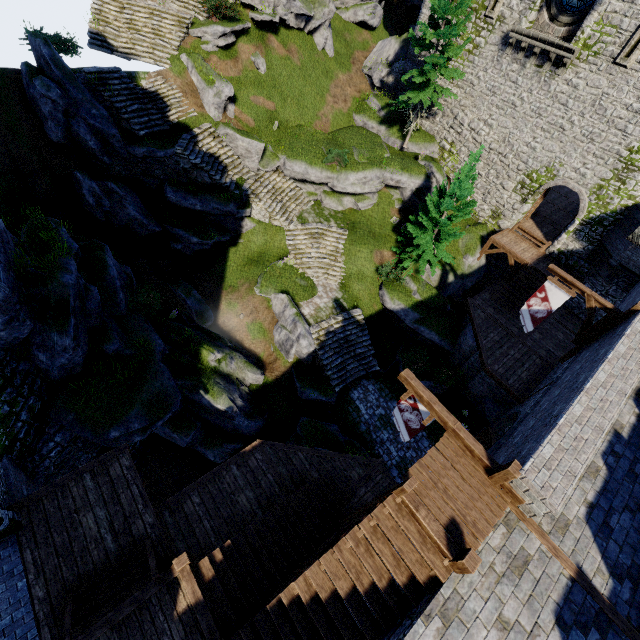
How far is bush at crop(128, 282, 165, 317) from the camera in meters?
15.5

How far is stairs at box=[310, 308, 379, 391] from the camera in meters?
19.0 m

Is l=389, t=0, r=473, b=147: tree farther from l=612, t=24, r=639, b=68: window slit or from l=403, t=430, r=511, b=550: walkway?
l=403, t=430, r=511, b=550: walkway

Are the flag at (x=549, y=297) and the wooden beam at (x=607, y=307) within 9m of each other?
yes

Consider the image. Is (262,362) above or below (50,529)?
below

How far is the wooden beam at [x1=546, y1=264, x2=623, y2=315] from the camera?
12.8m

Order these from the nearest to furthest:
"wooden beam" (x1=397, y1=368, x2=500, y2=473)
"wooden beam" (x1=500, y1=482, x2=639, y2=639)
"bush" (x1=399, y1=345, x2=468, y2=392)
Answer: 1. "wooden beam" (x1=500, y1=482, x2=639, y2=639)
2. "wooden beam" (x1=397, y1=368, x2=500, y2=473)
3. "bush" (x1=399, y1=345, x2=468, y2=392)

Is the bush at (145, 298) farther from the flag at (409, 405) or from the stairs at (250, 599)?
the flag at (409, 405)
